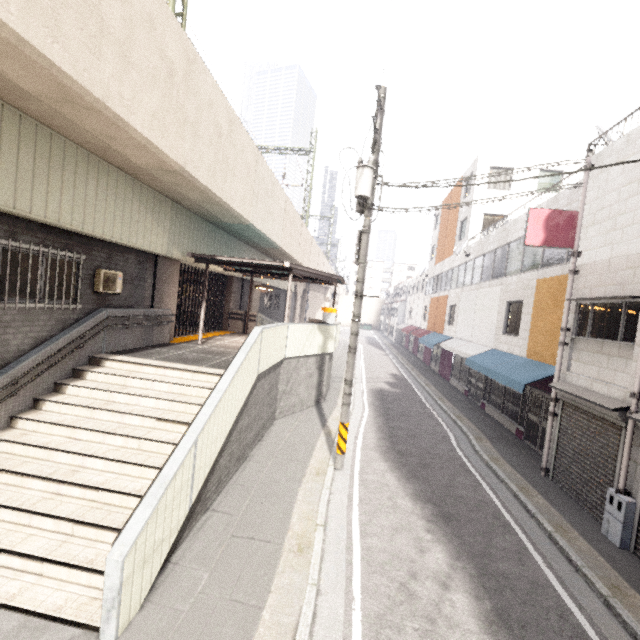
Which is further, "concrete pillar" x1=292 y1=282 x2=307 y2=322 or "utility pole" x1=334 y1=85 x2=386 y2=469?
"concrete pillar" x1=292 y1=282 x2=307 y2=322

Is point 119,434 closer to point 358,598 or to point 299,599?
point 299,599

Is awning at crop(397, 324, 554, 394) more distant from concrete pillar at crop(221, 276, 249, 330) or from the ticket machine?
concrete pillar at crop(221, 276, 249, 330)

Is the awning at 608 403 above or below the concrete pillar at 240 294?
below

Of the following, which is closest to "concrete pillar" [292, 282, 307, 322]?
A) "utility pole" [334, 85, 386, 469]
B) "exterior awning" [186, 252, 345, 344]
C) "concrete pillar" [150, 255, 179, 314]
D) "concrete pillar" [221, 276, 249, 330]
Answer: "concrete pillar" [221, 276, 249, 330]

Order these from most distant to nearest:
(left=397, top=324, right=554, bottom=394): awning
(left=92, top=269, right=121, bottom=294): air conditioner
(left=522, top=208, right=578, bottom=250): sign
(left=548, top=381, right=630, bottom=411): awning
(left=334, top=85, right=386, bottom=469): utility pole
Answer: (left=397, top=324, right=554, bottom=394): awning
(left=522, top=208, right=578, bottom=250): sign
(left=92, top=269, right=121, bottom=294): air conditioner
(left=334, top=85, right=386, bottom=469): utility pole
(left=548, top=381, right=630, bottom=411): awning

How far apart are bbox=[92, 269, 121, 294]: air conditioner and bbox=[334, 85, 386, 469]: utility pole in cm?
637

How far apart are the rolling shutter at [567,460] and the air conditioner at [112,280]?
12.20m
